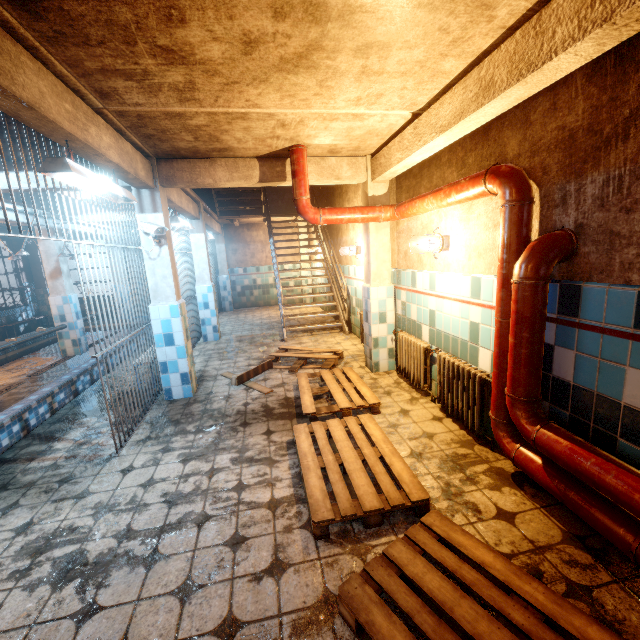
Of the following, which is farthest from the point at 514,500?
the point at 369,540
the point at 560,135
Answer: the point at 560,135

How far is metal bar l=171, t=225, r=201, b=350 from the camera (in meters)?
6.26

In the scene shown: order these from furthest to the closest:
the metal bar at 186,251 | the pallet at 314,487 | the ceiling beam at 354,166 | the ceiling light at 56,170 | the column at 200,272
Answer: the column at 200,272, the metal bar at 186,251, the ceiling beam at 354,166, the ceiling light at 56,170, the pallet at 314,487

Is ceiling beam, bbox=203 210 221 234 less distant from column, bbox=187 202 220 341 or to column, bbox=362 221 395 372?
column, bbox=187 202 220 341

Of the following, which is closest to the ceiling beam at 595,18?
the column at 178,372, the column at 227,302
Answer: the column at 178,372

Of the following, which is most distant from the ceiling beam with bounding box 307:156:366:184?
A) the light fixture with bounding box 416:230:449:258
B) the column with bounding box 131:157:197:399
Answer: the light fixture with bounding box 416:230:449:258

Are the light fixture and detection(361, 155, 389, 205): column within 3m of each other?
yes

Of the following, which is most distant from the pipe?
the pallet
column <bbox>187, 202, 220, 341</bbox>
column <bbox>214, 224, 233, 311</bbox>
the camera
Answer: column <bbox>214, 224, 233, 311</bbox>
